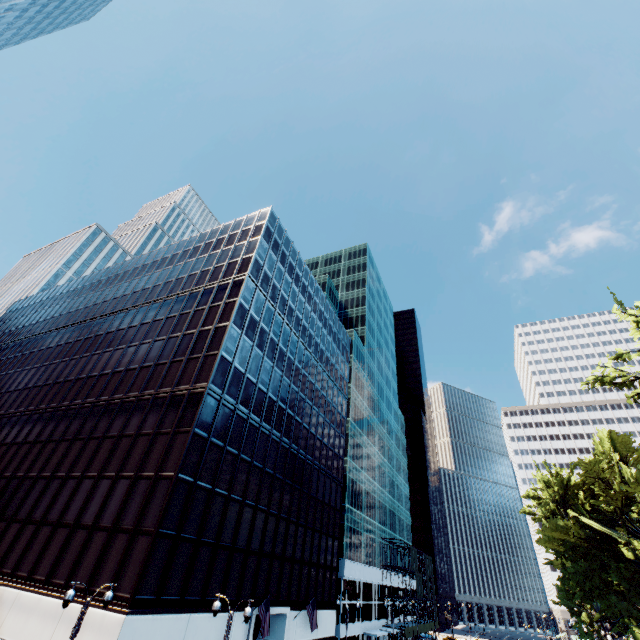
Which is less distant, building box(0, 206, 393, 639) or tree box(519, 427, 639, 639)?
building box(0, 206, 393, 639)

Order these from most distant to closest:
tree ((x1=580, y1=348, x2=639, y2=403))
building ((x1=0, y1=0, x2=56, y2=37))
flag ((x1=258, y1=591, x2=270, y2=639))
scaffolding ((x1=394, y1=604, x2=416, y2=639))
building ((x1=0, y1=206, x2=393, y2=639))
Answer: scaffolding ((x1=394, y1=604, x2=416, y2=639)) < building ((x1=0, y1=0, x2=56, y2=37)) < flag ((x1=258, y1=591, x2=270, y2=639)) < building ((x1=0, y1=206, x2=393, y2=639)) < tree ((x1=580, y1=348, x2=639, y2=403))

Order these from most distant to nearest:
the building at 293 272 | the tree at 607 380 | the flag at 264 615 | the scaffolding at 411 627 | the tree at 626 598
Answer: the scaffolding at 411 627
the tree at 626 598
the flag at 264 615
the building at 293 272
the tree at 607 380

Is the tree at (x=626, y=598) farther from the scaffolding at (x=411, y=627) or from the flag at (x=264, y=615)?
the flag at (x=264, y=615)

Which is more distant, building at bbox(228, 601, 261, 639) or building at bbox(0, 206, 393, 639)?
building at bbox(228, 601, 261, 639)

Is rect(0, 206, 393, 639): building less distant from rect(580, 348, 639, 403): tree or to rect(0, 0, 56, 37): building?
rect(580, 348, 639, 403): tree

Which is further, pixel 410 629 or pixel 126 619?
pixel 410 629

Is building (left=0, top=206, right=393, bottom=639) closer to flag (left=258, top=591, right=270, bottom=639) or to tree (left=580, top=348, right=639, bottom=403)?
flag (left=258, top=591, right=270, bottom=639)
